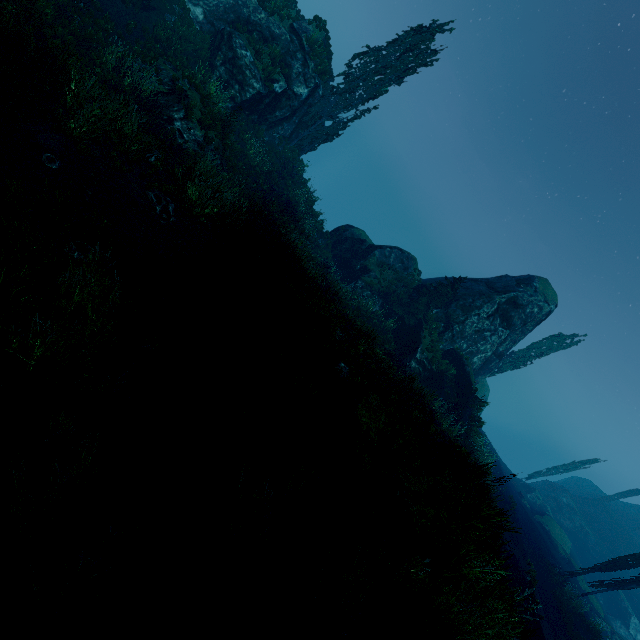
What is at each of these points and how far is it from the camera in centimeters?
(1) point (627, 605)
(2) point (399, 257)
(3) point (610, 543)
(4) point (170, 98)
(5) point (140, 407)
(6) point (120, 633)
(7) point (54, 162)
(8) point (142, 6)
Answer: (1) rock, 3397cm
(2) rock, 2988cm
(3) rock, 4238cm
(4) rock, 1388cm
(5) instancedfoliageactor, 497cm
(6) instancedfoliageactor, 256cm
(7) instancedfoliageactor, 754cm
(8) tree trunk, 1565cm

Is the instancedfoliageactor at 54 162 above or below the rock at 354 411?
below

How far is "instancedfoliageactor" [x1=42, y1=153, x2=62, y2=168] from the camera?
7.46m

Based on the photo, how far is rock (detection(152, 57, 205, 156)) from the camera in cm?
1352

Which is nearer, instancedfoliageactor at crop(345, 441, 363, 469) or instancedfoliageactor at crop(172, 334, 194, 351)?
instancedfoliageactor at crop(345, 441, 363, 469)

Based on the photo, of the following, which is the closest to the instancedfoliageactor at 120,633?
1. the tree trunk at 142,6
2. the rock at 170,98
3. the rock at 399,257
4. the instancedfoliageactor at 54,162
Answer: the rock at 399,257

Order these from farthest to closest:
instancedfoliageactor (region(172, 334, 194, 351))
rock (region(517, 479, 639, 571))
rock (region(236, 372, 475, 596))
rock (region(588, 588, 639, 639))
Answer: rock (region(517, 479, 639, 571)), rock (region(588, 588, 639, 639)), instancedfoliageactor (region(172, 334, 194, 351)), rock (region(236, 372, 475, 596))

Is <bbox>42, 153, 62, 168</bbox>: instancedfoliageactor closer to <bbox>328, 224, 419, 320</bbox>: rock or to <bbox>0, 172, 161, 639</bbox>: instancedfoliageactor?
<bbox>0, 172, 161, 639</bbox>: instancedfoliageactor
